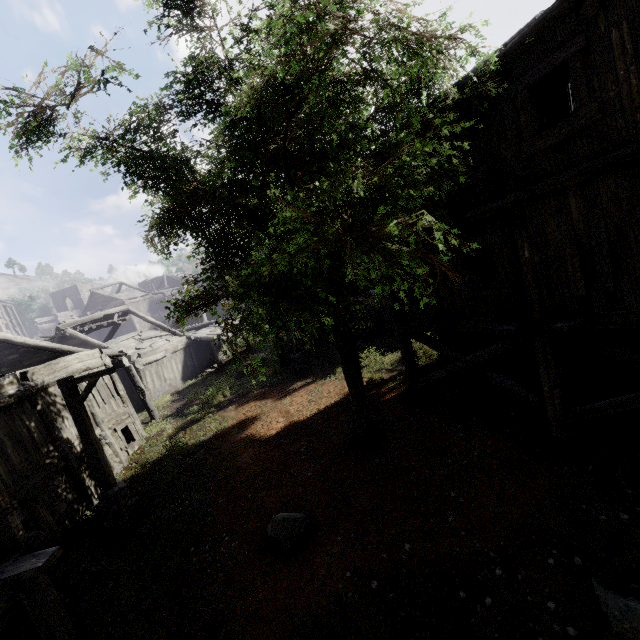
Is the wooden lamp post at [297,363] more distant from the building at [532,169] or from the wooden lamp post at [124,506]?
the wooden lamp post at [124,506]

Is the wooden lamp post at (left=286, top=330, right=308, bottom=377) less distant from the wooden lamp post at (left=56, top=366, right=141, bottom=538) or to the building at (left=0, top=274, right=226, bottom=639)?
the building at (left=0, top=274, right=226, bottom=639)

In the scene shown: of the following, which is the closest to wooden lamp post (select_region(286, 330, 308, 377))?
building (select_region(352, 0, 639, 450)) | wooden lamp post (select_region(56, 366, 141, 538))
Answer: building (select_region(352, 0, 639, 450))

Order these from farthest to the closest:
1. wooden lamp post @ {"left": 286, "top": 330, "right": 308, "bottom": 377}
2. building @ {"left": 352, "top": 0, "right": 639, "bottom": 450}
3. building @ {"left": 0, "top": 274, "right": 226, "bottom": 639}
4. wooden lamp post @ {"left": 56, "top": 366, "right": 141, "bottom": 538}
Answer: wooden lamp post @ {"left": 286, "top": 330, "right": 308, "bottom": 377}, wooden lamp post @ {"left": 56, "top": 366, "right": 141, "bottom": 538}, building @ {"left": 0, "top": 274, "right": 226, "bottom": 639}, building @ {"left": 352, "top": 0, "right": 639, "bottom": 450}

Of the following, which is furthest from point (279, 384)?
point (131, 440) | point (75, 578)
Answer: point (75, 578)

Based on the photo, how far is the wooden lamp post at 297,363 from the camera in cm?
1805

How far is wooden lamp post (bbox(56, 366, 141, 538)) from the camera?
9.2 meters

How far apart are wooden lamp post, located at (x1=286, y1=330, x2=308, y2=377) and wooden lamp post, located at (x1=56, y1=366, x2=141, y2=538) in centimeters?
832cm
